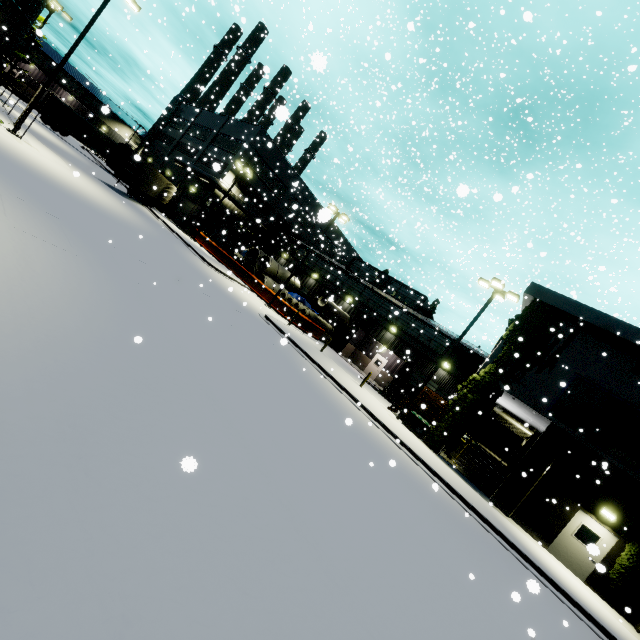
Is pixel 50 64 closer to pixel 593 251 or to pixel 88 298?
pixel 88 298

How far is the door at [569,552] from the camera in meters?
13.7 m

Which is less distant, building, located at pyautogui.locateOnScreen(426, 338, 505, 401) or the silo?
building, located at pyautogui.locateOnScreen(426, 338, 505, 401)

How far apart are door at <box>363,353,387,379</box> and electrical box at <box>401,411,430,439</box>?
12.4 meters

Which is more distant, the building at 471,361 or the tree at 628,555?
the building at 471,361

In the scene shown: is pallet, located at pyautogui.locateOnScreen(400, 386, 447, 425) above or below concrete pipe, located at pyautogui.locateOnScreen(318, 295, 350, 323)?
below

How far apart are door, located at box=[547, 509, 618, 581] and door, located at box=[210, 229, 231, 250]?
40.2m

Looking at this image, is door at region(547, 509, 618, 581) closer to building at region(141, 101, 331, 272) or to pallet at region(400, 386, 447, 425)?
building at region(141, 101, 331, 272)
